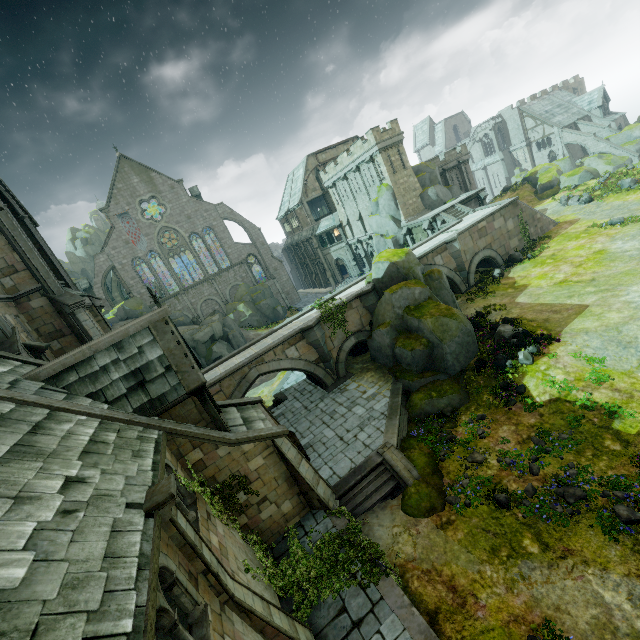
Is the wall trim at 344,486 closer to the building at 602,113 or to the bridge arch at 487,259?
the bridge arch at 487,259

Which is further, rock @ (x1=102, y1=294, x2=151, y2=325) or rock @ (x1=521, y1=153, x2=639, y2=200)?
rock @ (x1=102, y1=294, x2=151, y2=325)

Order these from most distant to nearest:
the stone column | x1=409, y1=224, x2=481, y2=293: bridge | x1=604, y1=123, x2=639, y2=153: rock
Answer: x1=604, y1=123, x2=639, y2=153: rock
x1=409, y1=224, x2=481, y2=293: bridge
the stone column

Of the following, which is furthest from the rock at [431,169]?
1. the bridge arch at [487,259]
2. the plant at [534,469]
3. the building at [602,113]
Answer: the plant at [534,469]

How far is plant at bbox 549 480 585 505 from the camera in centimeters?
1059cm

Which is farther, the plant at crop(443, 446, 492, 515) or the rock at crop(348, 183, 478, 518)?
the rock at crop(348, 183, 478, 518)

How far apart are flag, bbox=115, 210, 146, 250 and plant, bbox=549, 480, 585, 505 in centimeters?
5160cm

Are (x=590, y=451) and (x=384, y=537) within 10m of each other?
yes
